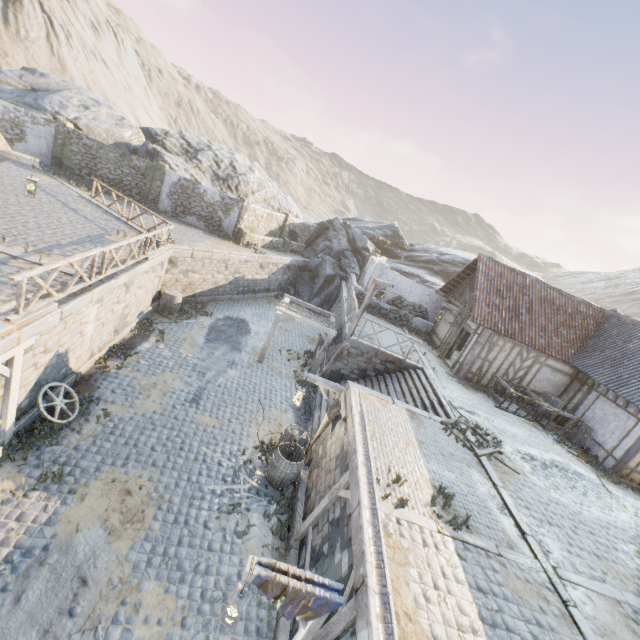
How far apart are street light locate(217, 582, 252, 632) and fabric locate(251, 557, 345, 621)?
0.3 meters

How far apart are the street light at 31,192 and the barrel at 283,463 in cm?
1031

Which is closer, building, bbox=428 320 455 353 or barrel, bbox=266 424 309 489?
barrel, bbox=266 424 309 489

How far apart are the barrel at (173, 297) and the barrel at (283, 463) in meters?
10.4

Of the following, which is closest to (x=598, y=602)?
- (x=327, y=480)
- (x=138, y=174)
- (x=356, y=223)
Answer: (x=327, y=480)

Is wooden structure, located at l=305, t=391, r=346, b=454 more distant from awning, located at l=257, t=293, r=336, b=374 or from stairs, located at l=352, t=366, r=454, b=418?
awning, located at l=257, t=293, r=336, b=374

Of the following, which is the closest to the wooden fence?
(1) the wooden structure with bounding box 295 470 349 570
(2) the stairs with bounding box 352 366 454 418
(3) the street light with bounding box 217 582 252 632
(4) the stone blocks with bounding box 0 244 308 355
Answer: (4) the stone blocks with bounding box 0 244 308 355

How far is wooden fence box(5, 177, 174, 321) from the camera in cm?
697
